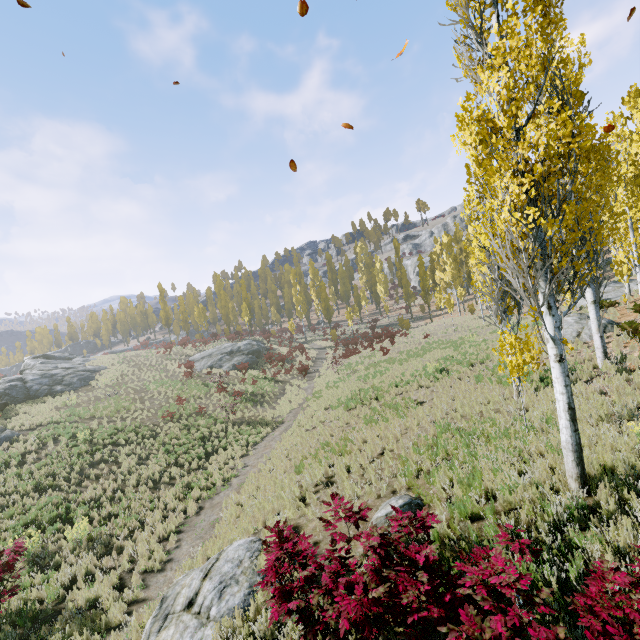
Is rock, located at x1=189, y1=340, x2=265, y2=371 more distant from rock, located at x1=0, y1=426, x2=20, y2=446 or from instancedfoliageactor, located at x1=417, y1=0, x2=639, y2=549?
rock, located at x1=0, y1=426, x2=20, y2=446

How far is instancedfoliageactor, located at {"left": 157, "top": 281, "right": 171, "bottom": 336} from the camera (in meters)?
54.91

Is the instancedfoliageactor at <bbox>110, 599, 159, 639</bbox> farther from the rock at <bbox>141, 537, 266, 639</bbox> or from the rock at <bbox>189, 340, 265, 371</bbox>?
the rock at <bbox>189, 340, 265, 371</bbox>

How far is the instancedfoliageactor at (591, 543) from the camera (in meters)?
4.63

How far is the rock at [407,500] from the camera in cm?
668

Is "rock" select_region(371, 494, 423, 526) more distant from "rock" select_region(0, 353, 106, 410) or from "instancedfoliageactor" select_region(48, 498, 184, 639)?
"rock" select_region(0, 353, 106, 410)

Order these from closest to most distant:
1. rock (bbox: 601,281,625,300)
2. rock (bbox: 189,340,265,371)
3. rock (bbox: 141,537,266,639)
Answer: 1. rock (bbox: 141,537,266,639)
2. rock (bbox: 601,281,625,300)
3. rock (bbox: 189,340,265,371)

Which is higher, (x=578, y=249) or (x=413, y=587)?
(x=578, y=249)
